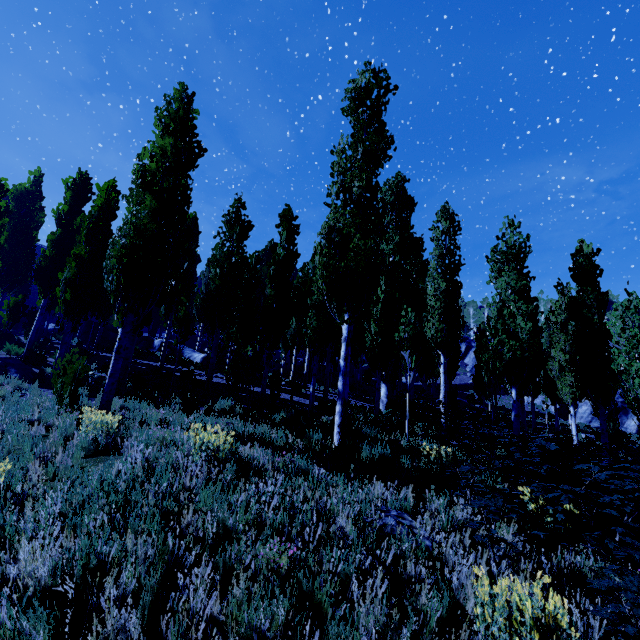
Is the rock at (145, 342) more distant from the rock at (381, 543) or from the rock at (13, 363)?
the rock at (381, 543)

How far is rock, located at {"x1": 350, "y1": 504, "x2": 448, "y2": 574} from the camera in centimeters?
369cm

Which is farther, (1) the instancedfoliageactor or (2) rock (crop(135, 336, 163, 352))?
(2) rock (crop(135, 336, 163, 352))

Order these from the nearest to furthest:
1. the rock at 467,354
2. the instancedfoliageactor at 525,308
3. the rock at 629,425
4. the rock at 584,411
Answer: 1. the instancedfoliageactor at 525,308
2. the rock at 629,425
3. the rock at 584,411
4. the rock at 467,354

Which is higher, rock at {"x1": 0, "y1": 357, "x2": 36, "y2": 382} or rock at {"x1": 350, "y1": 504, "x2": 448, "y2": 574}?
rock at {"x1": 0, "y1": 357, "x2": 36, "y2": 382}

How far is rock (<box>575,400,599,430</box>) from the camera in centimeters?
3309cm

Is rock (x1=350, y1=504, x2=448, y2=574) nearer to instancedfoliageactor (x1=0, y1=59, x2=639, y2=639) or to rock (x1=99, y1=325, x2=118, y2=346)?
instancedfoliageactor (x1=0, y1=59, x2=639, y2=639)

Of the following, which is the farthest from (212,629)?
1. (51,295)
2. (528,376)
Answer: (51,295)
